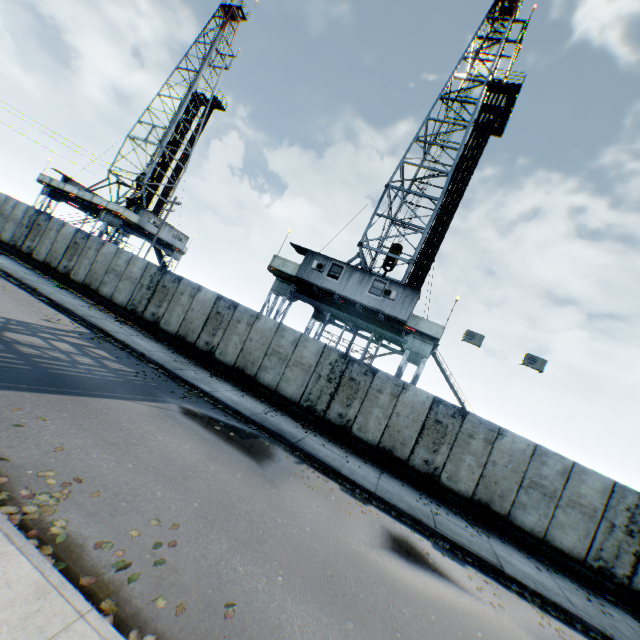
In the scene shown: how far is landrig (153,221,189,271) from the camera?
35.6m

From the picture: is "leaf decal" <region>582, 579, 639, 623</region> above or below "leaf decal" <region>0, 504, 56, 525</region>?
above

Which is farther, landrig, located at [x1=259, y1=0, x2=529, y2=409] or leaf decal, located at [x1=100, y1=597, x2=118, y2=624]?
landrig, located at [x1=259, y1=0, x2=529, y2=409]

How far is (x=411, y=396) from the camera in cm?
1276

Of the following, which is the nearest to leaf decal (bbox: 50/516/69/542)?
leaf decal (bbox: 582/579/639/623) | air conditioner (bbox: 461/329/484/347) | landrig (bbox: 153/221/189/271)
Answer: leaf decal (bbox: 582/579/639/623)

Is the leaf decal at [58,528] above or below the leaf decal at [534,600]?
below

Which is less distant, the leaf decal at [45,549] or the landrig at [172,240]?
the leaf decal at [45,549]

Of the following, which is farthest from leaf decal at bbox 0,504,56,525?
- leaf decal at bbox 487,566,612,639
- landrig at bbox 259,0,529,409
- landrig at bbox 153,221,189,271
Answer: landrig at bbox 153,221,189,271
